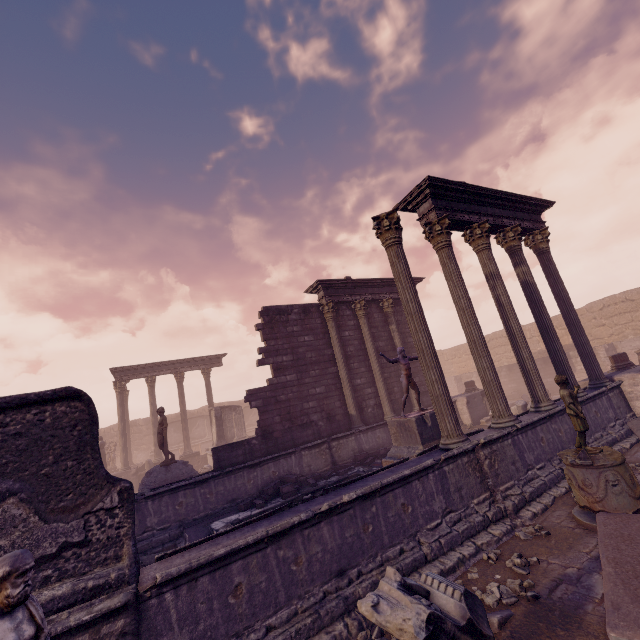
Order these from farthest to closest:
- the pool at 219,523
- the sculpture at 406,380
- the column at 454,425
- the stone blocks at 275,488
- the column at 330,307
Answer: the column at 330,307 → the sculpture at 406,380 → the stone blocks at 275,488 → the pool at 219,523 → the column at 454,425

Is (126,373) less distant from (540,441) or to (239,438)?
(239,438)

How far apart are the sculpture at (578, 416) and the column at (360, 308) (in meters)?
8.32

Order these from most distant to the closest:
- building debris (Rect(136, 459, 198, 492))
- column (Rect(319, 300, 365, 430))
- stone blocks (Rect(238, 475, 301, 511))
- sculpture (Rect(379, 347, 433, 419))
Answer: column (Rect(319, 300, 365, 430)) < building debris (Rect(136, 459, 198, 492)) < sculpture (Rect(379, 347, 433, 419)) < stone blocks (Rect(238, 475, 301, 511))

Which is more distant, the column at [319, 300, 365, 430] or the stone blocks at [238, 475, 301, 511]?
the column at [319, 300, 365, 430]

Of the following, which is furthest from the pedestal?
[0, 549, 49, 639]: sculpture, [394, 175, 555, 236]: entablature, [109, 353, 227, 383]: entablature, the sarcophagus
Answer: [109, 353, 227, 383]: entablature

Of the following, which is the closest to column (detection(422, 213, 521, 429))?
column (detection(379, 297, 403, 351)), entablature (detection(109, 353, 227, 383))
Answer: column (detection(379, 297, 403, 351))

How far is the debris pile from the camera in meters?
3.8
